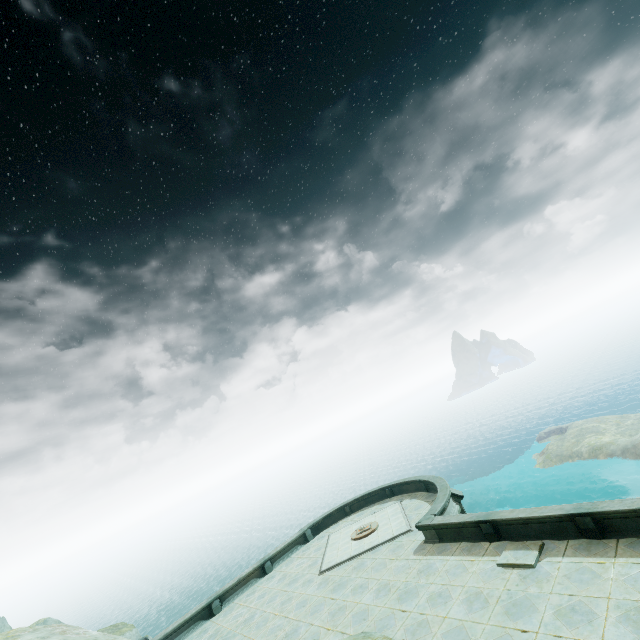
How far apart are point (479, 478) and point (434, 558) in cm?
4691
